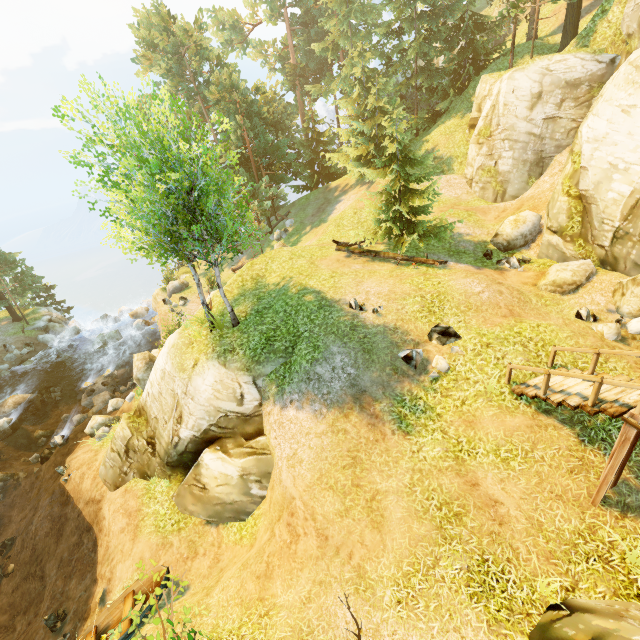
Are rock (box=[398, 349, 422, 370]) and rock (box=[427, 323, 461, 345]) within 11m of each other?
yes

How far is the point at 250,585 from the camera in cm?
835

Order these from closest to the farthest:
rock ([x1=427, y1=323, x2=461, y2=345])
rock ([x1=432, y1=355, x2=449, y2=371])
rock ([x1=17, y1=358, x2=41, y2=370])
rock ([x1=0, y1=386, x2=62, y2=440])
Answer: rock ([x1=432, y1=355, x2=449, y2=371])
rock ([x1=427, y1=323, x2=461, y2=345])
rock ([x1=0, y1=386, x2=62, y2=440])
rock ([x1=17, y1=358, x2=41, y2=370])

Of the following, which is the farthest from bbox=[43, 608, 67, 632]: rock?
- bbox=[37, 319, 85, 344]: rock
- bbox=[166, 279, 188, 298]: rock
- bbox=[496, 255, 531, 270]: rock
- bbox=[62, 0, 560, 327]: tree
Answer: bbox=[37, 319, 85, 344]: rock

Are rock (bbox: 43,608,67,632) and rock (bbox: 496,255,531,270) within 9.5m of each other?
no

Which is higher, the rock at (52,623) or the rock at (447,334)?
the rock at (447,334)

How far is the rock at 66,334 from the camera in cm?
3125

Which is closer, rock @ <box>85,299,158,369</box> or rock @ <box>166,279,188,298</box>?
rock @ <box>85,299,158,369</box>
